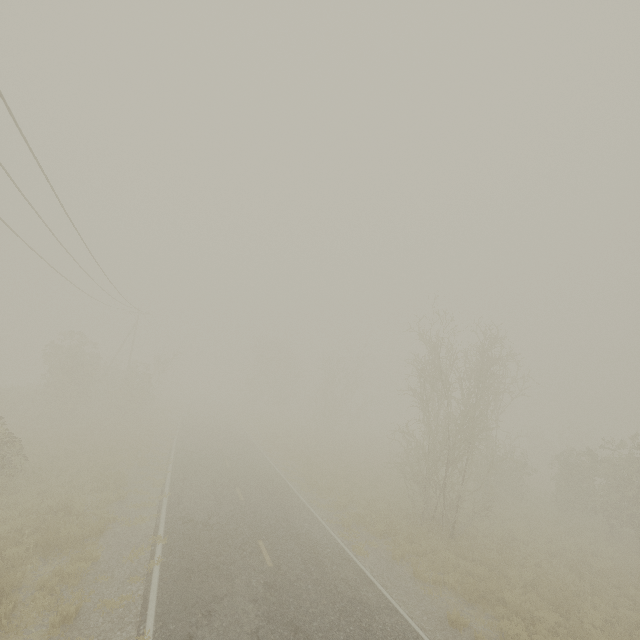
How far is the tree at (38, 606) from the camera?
7.9m

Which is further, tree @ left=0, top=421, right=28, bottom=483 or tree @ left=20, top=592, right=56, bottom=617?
tree @ left=0, top=421, right=28, bottom=483

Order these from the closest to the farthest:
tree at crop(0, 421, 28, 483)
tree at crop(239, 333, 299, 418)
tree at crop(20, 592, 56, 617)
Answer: tree at crop(20, 592, 56, 617)
tree at crop(0, 421, 28, 483)
tree at crop(239, 333, 299, 418)

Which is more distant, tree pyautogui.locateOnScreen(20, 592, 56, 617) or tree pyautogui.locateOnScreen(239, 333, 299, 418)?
tree pyautogui.locateOnScreen(239, 333, 299, 418)

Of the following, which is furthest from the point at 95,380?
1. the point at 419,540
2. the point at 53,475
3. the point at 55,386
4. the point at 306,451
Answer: the point at 419,540

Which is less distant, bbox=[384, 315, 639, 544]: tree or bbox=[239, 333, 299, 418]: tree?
bbox=[384, 315, 639, 544]: tree

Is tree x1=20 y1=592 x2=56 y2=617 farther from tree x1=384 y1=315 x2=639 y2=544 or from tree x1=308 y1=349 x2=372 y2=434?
tree x1=308 y1=349 x2=372 y2=434

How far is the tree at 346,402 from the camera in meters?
45.3
